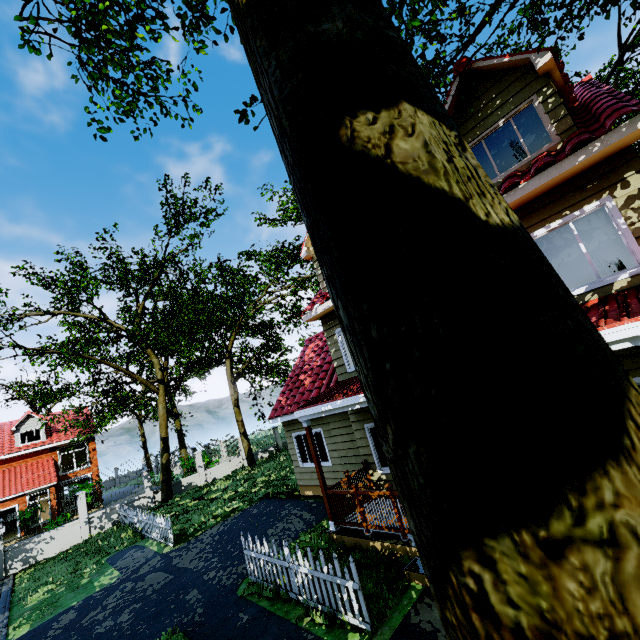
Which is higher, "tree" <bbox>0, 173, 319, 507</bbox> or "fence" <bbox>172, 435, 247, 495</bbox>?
"tree" <bbox>0, 173, 319, 507</bbox>

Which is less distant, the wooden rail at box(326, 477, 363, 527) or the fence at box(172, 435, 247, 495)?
the wooden rail at box(326, 477, 363, 527)

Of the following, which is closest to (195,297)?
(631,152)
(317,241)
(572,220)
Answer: (572,220)

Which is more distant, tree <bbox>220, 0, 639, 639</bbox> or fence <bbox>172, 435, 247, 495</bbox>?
fence <bbox>172, 435, 247, 495</bbox>

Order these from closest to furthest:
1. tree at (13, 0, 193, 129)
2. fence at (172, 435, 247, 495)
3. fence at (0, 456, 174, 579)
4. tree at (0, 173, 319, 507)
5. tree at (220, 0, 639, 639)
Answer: tree at (220, 0, 639, 639)
tree at (13, 0, 193, 129)
fence at (0, 456, 174, 579)
tree at (0, 173, 319, 507)
fence at (172, 435, 247, 495)

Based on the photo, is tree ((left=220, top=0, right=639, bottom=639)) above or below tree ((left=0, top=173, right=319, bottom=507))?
below

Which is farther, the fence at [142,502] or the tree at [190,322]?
the tree at [190,322]

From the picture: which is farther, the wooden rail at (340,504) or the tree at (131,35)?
the wooden rail at (340,504)
